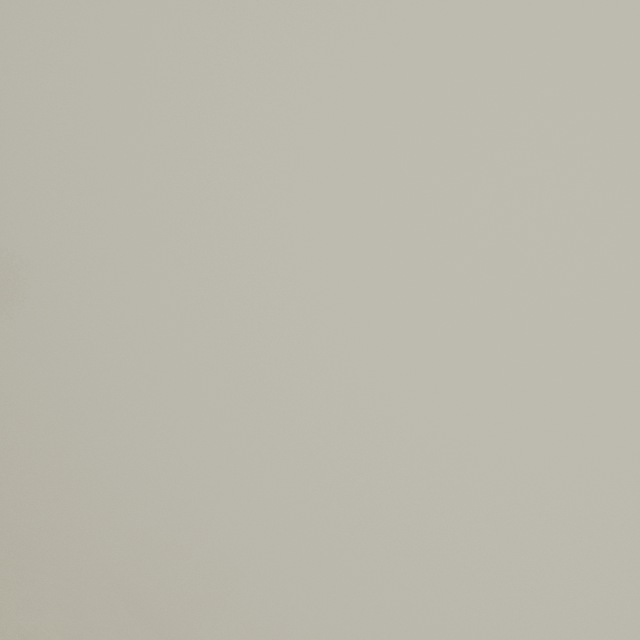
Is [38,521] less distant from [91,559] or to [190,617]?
[91,559]
